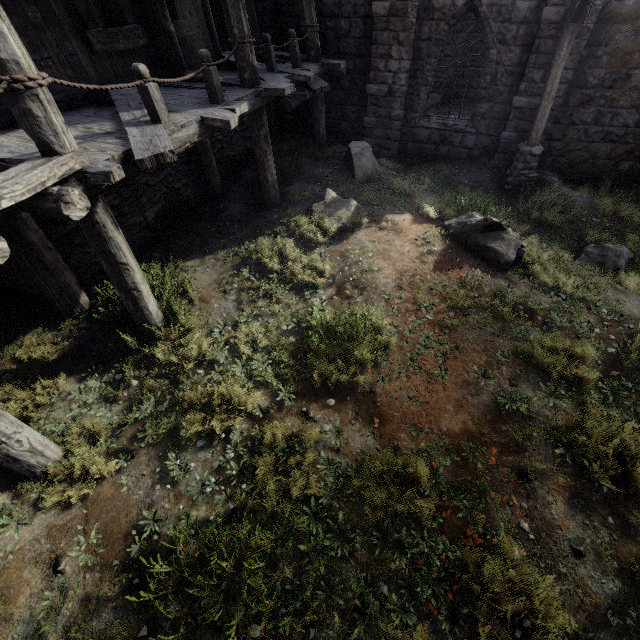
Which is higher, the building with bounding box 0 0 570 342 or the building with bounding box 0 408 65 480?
the building with bounding box 0 0 570 342

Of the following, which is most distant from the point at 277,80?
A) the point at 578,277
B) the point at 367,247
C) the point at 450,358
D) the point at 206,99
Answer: the point at 578,277

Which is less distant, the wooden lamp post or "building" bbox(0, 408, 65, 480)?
"building" bbox(0, 408, 65, 480)

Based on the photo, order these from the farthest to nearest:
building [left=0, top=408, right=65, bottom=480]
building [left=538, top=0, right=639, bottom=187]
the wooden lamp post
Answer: building [left=538, top=0, right=639, bottom=187] → the wooden lamp post → building [left=0, top=408, right=65, bottom=480]

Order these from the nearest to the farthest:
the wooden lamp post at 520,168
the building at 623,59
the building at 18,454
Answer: the building at 18,454 < the wooden lamp post at 520,168 < the building at 623,59

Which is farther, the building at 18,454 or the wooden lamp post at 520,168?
the wooden lamp post at 520,168
